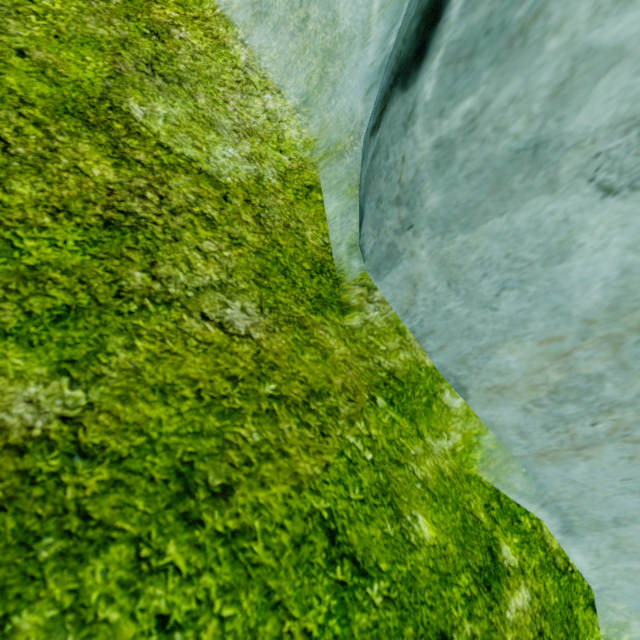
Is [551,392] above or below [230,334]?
above
